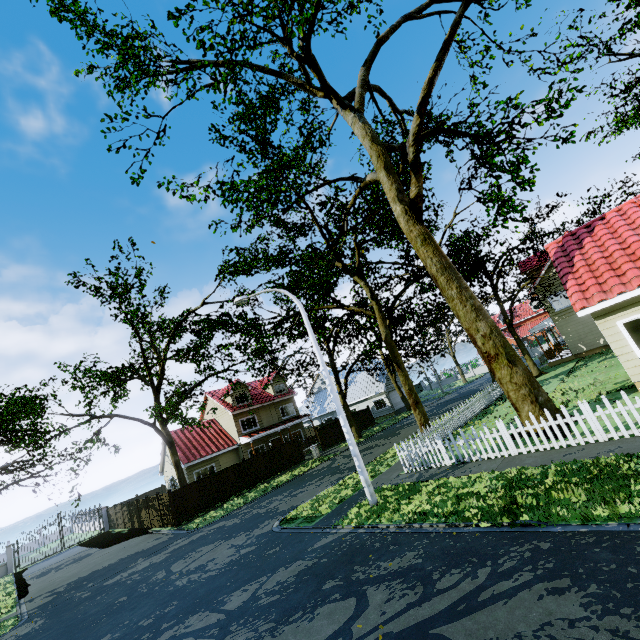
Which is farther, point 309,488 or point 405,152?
point 309,488

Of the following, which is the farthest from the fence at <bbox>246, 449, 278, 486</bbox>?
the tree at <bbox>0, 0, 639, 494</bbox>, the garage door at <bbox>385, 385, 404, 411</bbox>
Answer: the garage door at <bbox>385, 385, 404, 411</bbox>

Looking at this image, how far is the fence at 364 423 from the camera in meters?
35.2 m

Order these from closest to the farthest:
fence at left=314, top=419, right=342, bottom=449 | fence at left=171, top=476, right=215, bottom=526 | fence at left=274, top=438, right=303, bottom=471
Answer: fence at left=171, top=476, right=215, bottom=526, fence at left=274, top=438, right=303, bottom=471, fence at left=314, top=419, right=342, bottom=449

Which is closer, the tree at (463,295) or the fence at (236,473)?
the tree at (463,295)

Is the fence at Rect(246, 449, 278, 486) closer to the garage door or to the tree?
the tree

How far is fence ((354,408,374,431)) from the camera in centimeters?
3525cm

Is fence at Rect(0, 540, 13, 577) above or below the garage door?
below
